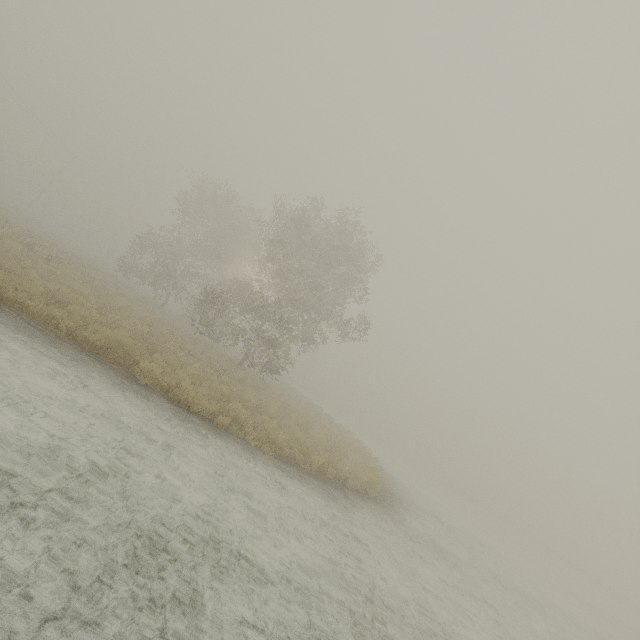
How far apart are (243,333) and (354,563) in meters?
19.5 m
